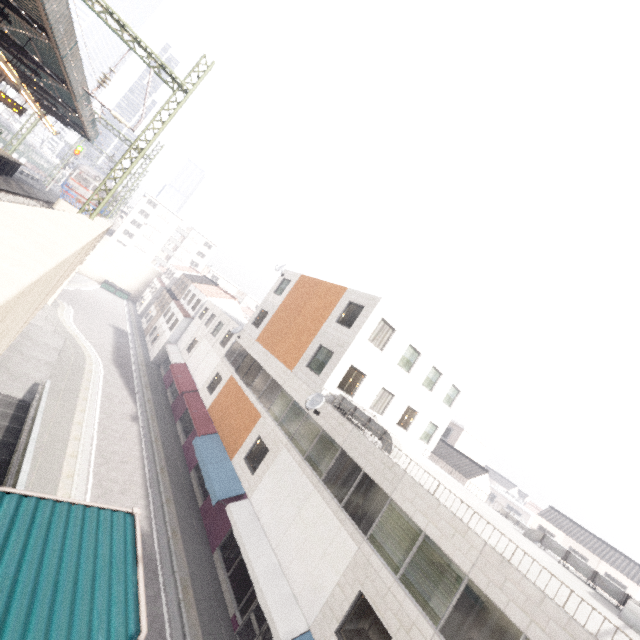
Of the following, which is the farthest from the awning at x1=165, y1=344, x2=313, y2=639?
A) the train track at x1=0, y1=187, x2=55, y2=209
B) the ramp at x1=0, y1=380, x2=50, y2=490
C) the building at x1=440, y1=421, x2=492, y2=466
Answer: the building at x1=440, y1=421, x2=492, y2=466

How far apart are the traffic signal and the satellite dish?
36.46m

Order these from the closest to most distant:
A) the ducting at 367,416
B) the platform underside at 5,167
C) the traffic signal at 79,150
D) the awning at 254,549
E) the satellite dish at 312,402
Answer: the awning at 254,549
the ducting at 367,416
the satellite dish at 312,402
the platform underside at 5,167
the traffic signal at 79,150

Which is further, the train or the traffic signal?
the traffic signal

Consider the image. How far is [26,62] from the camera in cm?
1509

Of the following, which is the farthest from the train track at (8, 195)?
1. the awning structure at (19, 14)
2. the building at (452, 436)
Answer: the building at (452, 436)

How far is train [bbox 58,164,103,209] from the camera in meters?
31.0

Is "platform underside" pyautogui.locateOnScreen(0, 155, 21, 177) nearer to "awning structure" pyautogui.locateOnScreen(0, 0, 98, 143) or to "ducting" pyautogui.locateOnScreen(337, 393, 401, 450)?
"awning structure" pyautogui.locateOnScreen(0, 0, 98, 143)
